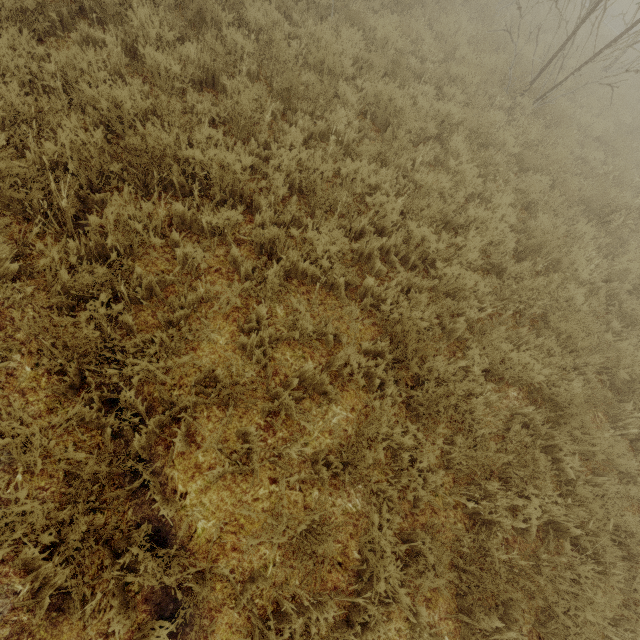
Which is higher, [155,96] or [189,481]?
[155,96]
